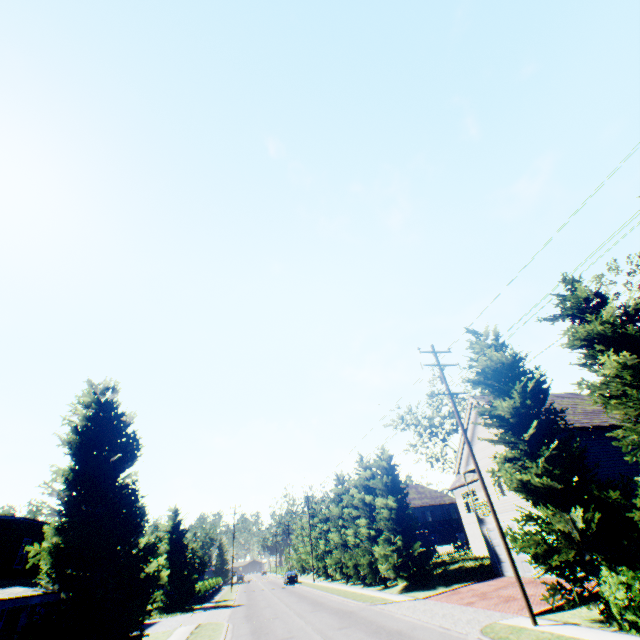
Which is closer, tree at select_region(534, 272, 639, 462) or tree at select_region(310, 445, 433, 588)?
tree at select_region(534, 272, 639, 462)

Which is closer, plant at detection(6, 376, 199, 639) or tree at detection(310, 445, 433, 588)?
plant at detection(6, 376, 199, 639)

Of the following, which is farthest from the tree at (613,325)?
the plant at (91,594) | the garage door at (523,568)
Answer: the garage door at (523,568)

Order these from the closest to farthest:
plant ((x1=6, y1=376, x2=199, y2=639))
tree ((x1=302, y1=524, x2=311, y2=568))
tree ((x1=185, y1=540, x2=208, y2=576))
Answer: plant ((x1=6, y1=376, x2=199, y2=639)) → tree ((x1=185, y1=540, x2=208, y2=576)) → tree ((x1=302, y1=524, x2=311, y2=568))

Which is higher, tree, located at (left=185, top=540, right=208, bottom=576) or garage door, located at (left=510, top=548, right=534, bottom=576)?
tree, located at (left=185, top=540, right=208, bottom=576)

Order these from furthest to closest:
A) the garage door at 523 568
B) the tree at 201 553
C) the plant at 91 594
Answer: the tree at 201 553, the garage door at 523 568, the plant at 91 594

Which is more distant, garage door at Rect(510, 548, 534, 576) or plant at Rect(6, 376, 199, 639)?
garage door at Rect(510, 548, 534, 576)

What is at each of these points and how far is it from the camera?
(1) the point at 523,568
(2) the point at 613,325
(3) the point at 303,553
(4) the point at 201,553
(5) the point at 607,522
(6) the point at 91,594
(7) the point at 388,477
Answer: (1) garage door, 20.5 meters
(2) tree, 11.0 meters
(3) tree, 56.8 meters
(4) tree, 42.2 meters
(5) tree, 11.9 meters
(6) plant, 15.5 meters
(7) tree, 29.1 meters
